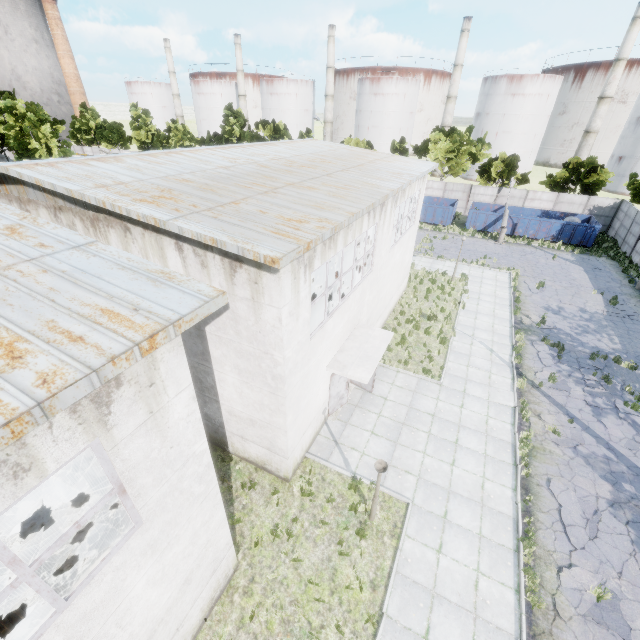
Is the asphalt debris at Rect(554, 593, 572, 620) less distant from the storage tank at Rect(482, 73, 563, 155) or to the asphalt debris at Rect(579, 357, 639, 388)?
the asphalt debris at Rect(579, 357, 639, 388)

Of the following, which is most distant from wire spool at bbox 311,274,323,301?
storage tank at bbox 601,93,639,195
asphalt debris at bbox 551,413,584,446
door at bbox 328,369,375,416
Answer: storage tank at bbox 601,93,639,195

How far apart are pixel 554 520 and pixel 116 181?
15.9m

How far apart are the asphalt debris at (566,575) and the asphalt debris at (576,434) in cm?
430

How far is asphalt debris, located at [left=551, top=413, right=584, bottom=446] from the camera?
12.10m

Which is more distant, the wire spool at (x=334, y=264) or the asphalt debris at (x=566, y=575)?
the wire spool at (x=334, y=264)

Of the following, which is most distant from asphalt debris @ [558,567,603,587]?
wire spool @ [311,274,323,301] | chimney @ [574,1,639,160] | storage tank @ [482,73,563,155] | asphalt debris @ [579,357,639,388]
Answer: chimney @ [574,1,639,160]

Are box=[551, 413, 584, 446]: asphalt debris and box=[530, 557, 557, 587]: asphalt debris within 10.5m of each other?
yes
